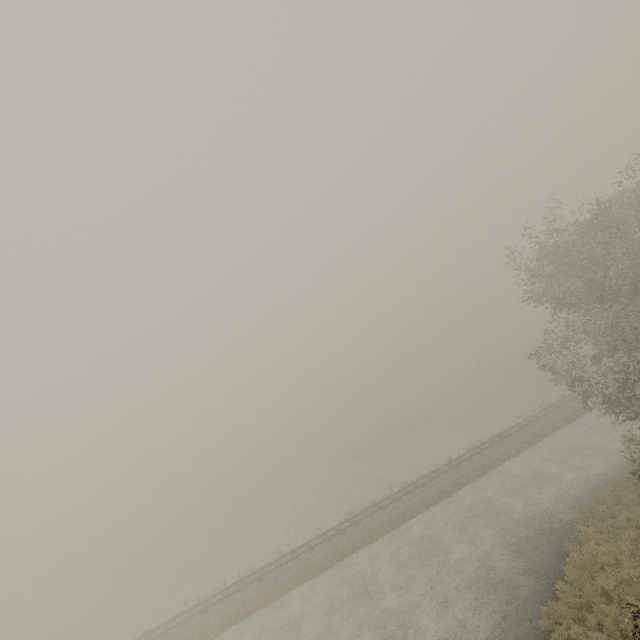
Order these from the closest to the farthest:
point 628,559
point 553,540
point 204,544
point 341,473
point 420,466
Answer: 1. point 628,559
2. point 553,540
3. point 420,466
4. point 204,544
5. point 341,473
